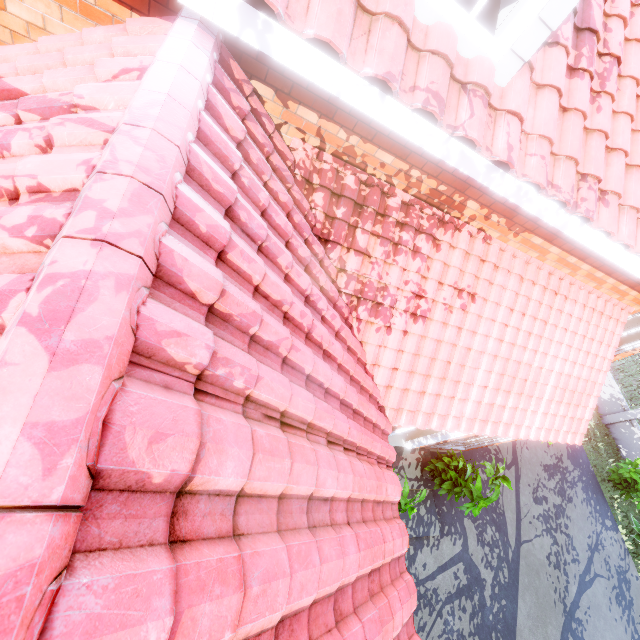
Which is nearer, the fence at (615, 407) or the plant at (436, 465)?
the plant at (436, 465)

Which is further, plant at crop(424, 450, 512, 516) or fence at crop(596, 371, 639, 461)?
fence at crop(596, 371, 639, 461)

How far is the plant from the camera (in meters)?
6.81

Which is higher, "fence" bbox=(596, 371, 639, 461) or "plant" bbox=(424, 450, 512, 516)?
"plant" bbox=(424, 450, 512, 516)

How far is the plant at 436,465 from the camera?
6.8 meters

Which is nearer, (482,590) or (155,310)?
(155,310)
